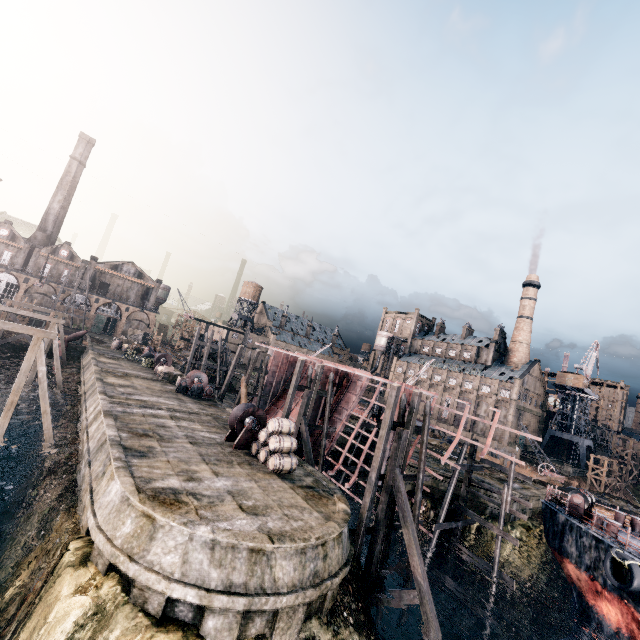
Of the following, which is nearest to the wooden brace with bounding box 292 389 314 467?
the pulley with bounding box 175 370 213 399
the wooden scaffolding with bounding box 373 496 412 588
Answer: the wooden scaffolding with bounding box 373 496 412 588

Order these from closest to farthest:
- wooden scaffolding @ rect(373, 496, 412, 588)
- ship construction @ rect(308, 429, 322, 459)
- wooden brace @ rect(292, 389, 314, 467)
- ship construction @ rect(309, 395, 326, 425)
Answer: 1. wooden scaffolding @ rect(373, 496, 412, 588)
2. wooden brace @ rect(292, 389, 314, 467)
3. ship construction @ rect(308, 429, 322, 459)
4. ship construction @ rect(309, 395, 326, 425)

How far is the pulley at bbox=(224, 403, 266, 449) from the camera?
19.98m

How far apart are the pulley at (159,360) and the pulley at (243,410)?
24.3 meters

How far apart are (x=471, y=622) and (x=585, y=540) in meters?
9.6 m

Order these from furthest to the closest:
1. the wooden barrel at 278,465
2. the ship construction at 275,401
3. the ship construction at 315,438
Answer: the ship construction at 315,438, the ship construction at 275,401, the wooden barrel at 278,465

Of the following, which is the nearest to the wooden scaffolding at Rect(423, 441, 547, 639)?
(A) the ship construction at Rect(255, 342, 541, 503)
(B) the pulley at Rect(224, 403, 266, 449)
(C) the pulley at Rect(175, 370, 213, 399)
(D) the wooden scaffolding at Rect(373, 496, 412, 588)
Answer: (D) the wooden scaffolding at Rect(373, 496, 412, 588)

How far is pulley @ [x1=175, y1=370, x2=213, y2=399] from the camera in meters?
31.8
